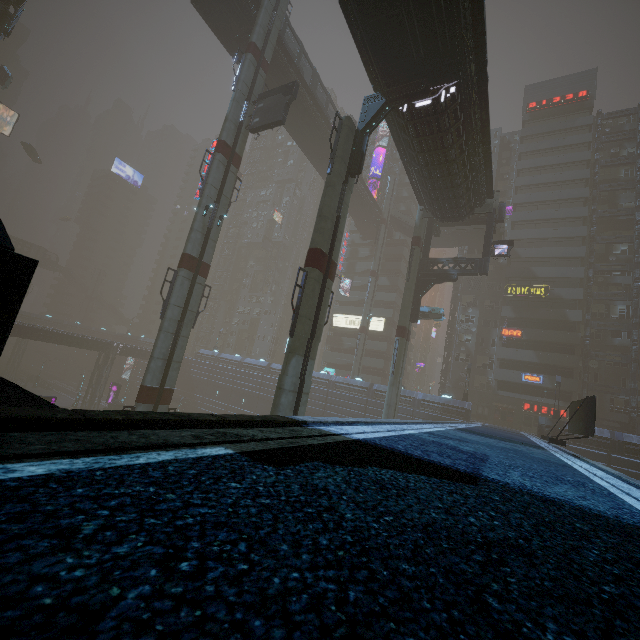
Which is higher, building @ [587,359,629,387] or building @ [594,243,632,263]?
building @ [594,243,632,263]

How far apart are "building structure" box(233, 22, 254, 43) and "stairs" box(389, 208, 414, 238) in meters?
31.3

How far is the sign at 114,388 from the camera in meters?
48.2 m

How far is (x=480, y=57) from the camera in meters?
16.0 m

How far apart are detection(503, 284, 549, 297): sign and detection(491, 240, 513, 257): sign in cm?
2003

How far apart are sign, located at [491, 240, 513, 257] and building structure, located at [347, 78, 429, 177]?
16.33m

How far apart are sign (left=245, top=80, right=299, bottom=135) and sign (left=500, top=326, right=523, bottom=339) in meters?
38.7

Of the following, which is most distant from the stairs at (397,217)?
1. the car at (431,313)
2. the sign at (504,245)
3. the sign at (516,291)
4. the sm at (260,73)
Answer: the sm at (260,73)
